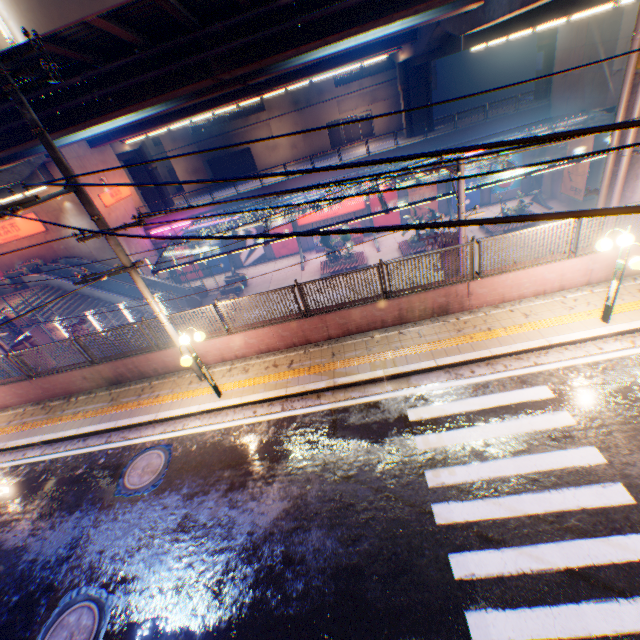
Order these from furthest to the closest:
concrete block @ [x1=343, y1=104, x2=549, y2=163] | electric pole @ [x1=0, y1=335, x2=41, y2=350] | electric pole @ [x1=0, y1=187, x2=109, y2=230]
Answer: concrete block @ [x1=343, y1=104, x2=549, y2=163]
electric pole @ [x1=0, y1=335, x2=41, y2=350]
electric pole @ [x1=0, y1=187, x2=109, y2=230]

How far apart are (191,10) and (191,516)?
13.9 meters

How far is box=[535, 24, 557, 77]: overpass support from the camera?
30.62m

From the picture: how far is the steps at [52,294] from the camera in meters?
24.4

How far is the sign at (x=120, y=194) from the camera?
27.20m

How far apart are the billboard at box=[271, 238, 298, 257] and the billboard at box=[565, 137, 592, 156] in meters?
22.7 m

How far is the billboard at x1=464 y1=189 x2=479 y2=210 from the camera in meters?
29.8

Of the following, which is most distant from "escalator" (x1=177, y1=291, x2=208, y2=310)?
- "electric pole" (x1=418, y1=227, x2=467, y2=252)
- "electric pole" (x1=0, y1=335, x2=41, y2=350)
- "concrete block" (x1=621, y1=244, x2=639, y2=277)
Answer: "electric pole" (x1=418, y1=227, x2=467, y2=252)
